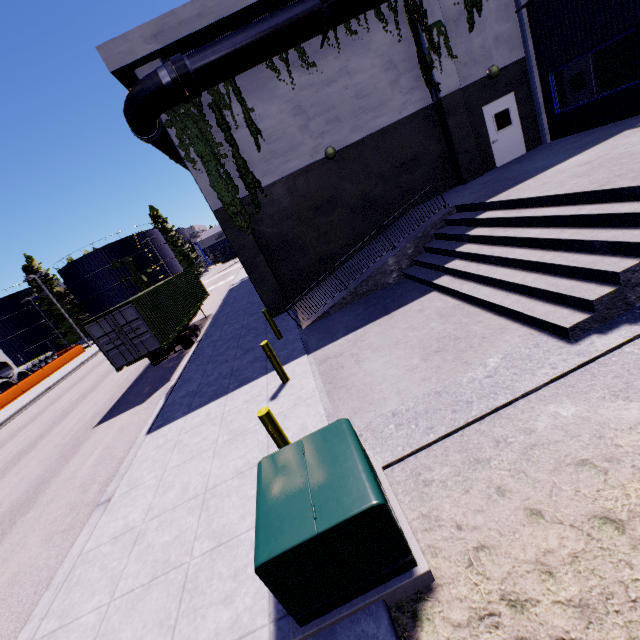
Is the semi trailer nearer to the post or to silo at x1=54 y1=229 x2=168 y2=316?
silo at x1=54 y1=229 x2=168 y2=316

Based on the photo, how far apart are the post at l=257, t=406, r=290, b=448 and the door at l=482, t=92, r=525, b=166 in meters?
14.2

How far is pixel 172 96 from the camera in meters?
10.4 m

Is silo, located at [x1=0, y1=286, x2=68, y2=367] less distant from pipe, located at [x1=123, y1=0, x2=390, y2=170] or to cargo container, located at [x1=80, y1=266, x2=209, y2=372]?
cargo container, located at [x1=80, y1=266, x2=209, y2=372]

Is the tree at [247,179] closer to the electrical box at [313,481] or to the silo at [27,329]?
the silo at [27,329]

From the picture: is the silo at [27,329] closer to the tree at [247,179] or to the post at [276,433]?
the tree at [247,179]

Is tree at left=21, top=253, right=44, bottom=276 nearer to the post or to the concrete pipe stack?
the concrete pipe stack

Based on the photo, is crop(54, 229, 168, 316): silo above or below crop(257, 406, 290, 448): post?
above
